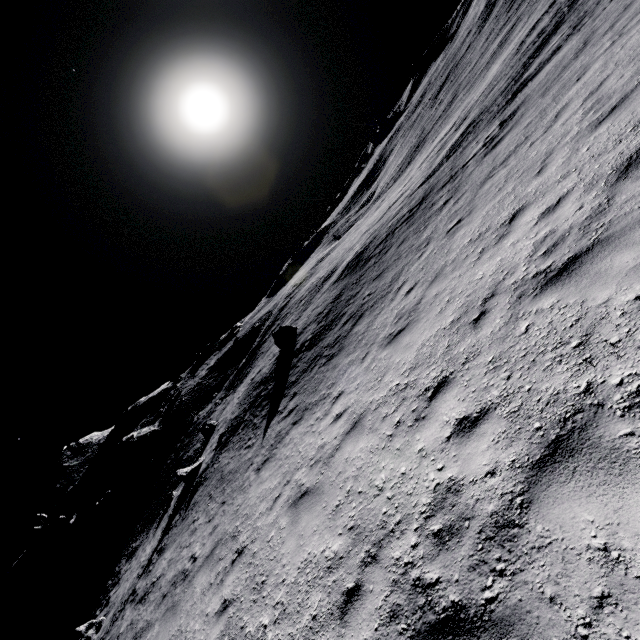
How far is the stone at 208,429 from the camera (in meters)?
23.53

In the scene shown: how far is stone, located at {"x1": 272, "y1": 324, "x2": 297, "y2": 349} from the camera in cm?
1894

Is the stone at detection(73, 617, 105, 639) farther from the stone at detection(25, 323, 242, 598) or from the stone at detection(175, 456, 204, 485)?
the stone at detection(25, 323, 242, 598)

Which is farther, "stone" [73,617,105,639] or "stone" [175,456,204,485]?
"stone" [175,456,204,485]

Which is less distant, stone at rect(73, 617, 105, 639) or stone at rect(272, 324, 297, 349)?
stone at rect(73, 617, 105, 639)

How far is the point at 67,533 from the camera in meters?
38.8

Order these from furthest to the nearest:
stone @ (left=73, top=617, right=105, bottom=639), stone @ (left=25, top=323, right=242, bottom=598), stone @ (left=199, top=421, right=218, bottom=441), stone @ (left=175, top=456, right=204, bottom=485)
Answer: stone @ (left=25, top=323, right=242, bottom=598)
stone @ (left=199, top=421, right=218, bottom=441)
stone @ (left=175, top=456, right=204, bottom=485)
stone @ (left=73, top=617, right=105, bottom=639)

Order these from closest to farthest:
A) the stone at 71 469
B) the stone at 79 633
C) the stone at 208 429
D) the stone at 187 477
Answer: the stone at 79 633, the stone at 187 477, the stone at 208 429, the stone at 71 469
